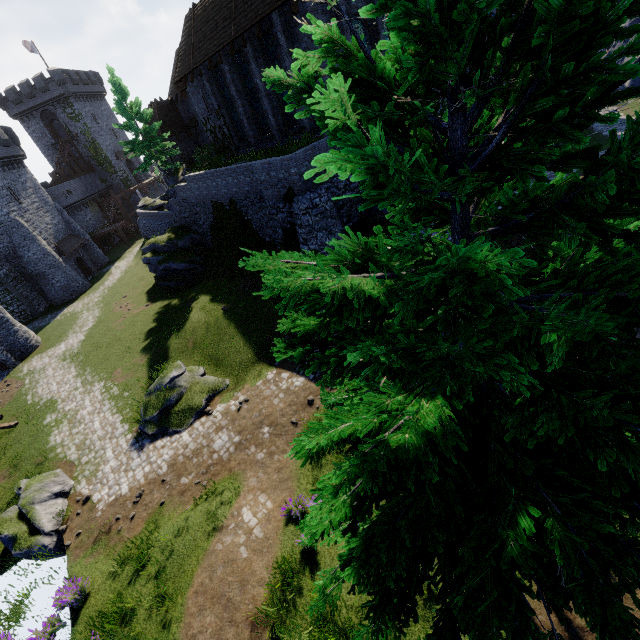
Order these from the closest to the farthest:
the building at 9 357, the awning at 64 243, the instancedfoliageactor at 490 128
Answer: the instancedfoliageactor at 490 128 → the building at 9 357 → the awning at 64 243

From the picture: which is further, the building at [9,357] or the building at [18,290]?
the building at [18,290]

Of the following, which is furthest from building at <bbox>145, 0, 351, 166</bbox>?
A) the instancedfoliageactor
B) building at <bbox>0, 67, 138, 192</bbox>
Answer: building at <bbox>0, 67, 138, 192</bbox>

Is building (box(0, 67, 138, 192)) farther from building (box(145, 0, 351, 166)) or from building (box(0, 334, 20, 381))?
building (box(145, 0, 351, 166))

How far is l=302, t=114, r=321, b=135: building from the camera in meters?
19.1

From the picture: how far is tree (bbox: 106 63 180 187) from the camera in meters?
26.3

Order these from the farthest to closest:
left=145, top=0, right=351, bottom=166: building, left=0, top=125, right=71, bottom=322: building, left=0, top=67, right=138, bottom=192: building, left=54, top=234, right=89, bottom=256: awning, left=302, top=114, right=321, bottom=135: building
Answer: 1. left=0, top=67, right=138, bottom=192: building
2. left=54, top=234, right=89, bottom=256: awning
3. left=0, top=125, right=71, bottom=322: building
4. left=302, top=114, right=321, bottom=135: building
5. left=145, top=0, right=351, bottom=166: building

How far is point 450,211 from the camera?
3.4 meters
